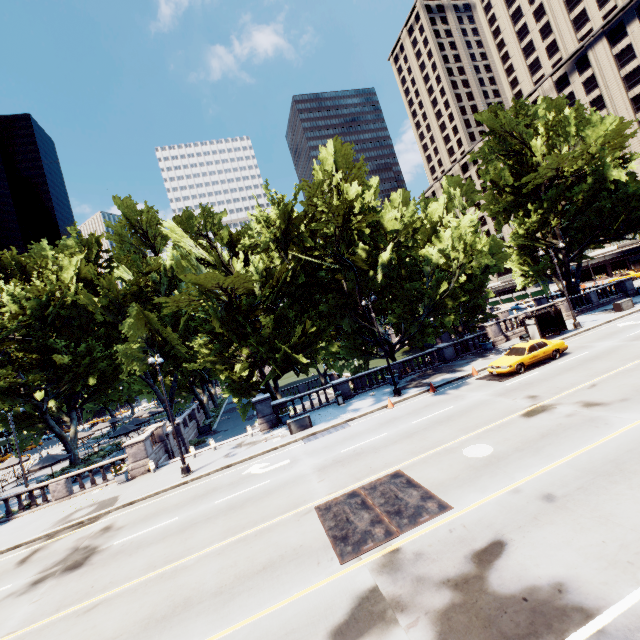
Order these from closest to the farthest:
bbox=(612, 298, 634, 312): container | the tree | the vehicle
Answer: the vehicle → the tree → bbox=(612, 298, 634, 312): container

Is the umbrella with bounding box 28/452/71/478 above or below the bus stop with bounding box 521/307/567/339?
above

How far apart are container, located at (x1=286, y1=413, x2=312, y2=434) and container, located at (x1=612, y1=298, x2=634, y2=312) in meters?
29.3 m

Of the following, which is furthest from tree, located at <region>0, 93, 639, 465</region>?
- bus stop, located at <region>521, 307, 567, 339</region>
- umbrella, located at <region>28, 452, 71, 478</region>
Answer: bus stop, located at <region>521, 307, 567, 339</region>

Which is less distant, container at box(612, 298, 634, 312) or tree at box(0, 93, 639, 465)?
tree at box(0, 93, 639, 465)

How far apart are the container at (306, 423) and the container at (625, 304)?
29.3 meters

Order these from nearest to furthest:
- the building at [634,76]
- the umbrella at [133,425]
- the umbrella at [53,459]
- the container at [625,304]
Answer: the umbrella at [53,459] → the container at [625,304] → the umbrella at [133,425] → the building at [634,76]

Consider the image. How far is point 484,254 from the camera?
23.5 meters
